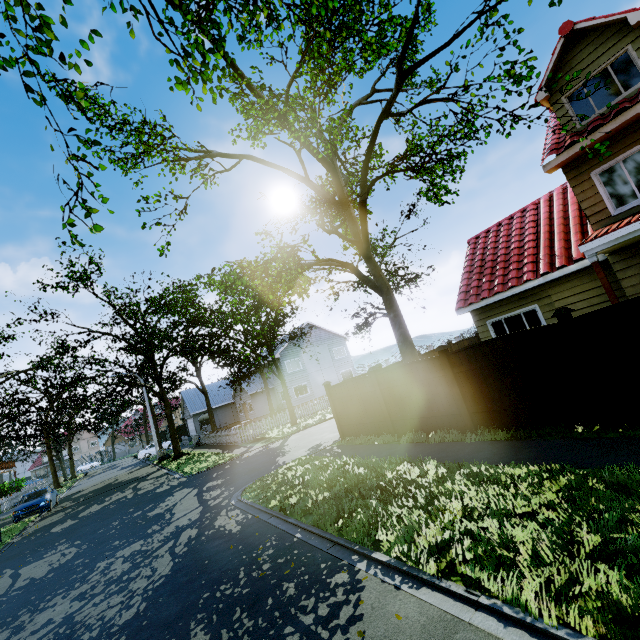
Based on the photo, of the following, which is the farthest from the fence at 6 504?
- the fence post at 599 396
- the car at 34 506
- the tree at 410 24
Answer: the car at 34 506

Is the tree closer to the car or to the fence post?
the car

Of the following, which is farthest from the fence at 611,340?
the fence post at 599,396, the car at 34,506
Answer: the car at 34,506

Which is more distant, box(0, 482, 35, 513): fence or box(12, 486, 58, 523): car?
box(0, 482, 35, 513): fence

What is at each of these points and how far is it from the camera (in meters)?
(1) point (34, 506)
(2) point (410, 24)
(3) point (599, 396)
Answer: (1) car, 19.12
(2) tree, 16.11
(3) fence post, 5.78

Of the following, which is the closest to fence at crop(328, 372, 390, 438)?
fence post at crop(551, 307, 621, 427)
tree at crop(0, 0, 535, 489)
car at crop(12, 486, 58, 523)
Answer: fence post at crop(551, 307, 621, 427)
